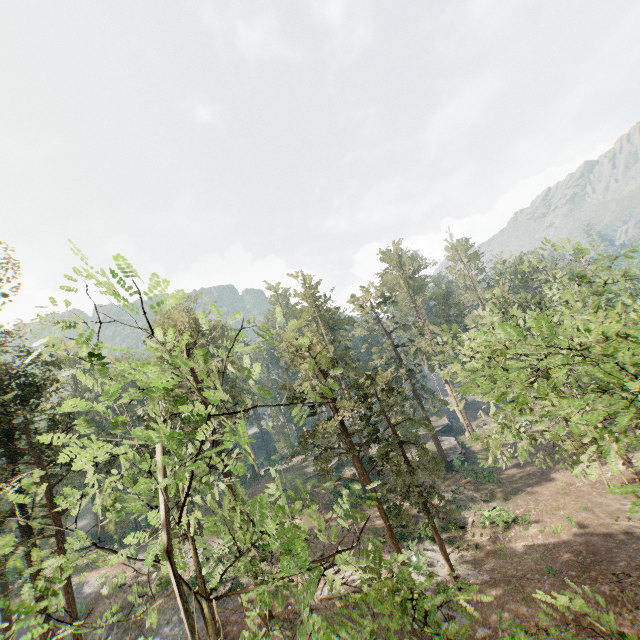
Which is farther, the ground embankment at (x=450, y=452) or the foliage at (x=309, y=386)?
the ground embankment at (x=450, y=452)

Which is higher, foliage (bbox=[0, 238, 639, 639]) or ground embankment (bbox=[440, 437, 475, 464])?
foliage (bbox=[0, 238, 639, 639])

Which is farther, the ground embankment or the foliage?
the ground embankment

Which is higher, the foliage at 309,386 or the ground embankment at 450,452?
the foliage at 309,386

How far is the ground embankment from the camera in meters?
40.3 m

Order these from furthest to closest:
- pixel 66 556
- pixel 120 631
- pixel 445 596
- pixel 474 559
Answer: pixel 120 631 < pixel 474 559 < pixel 66 556 < pixel 445 596
